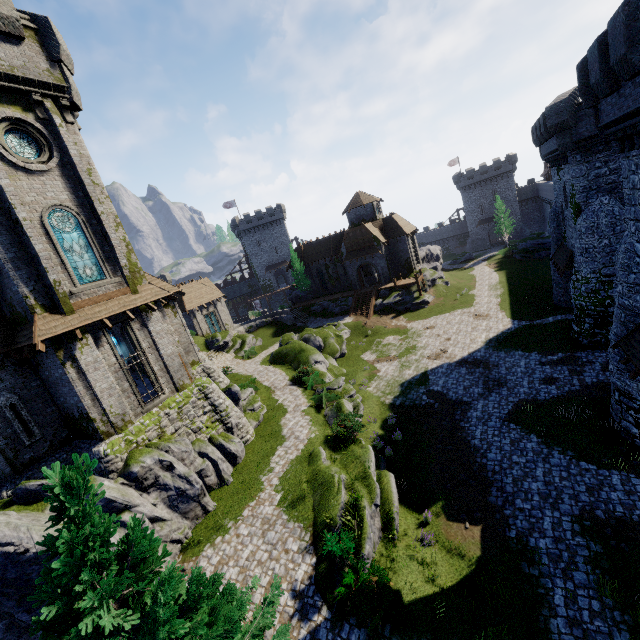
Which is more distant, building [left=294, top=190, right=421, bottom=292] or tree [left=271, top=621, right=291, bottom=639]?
building [left=294, top=190, right=421, bottom=292]

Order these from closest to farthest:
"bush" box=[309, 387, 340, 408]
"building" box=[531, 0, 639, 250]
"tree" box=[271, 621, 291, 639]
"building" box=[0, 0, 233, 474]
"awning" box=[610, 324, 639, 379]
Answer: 1. "tree" box=[271, 621, 291, 639]
2. "building" box=[531, 0, 639, 250]
3. "awning" box=[610, 324, 639, 379]
4. "building" box=[0, 0, 233, 474]
5. "bush" box=[309, 387, 340, 408]

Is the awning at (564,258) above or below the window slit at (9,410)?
below

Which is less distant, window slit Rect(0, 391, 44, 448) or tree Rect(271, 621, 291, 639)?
tree Rect(271, 621, 291, 639)

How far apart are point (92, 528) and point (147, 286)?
15.82m

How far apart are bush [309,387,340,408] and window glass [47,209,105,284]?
15.1 meters

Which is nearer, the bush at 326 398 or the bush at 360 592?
the bush at 360 592

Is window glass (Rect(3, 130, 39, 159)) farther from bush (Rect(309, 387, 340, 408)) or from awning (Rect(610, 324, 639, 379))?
awning (Rect(610, 324, 639, 379))
